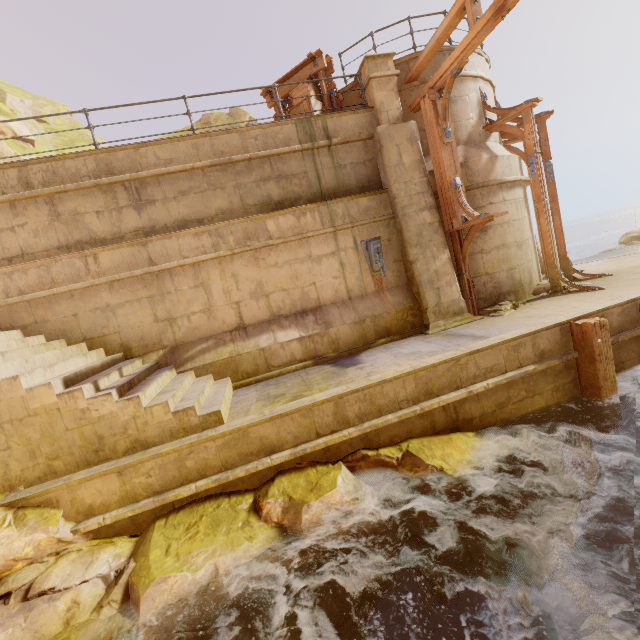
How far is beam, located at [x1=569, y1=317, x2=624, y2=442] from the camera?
5.93m

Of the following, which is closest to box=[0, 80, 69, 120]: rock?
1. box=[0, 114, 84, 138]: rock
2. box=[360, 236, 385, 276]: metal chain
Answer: box=[0, 114, 84, 138]: rock

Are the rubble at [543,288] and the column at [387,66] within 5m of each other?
no

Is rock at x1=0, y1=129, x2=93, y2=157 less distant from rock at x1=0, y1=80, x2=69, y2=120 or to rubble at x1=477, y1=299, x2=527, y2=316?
rock at x1=0, y1=80, x2=69, y2=120

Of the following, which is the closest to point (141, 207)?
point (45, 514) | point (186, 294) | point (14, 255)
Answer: point (186, 294)

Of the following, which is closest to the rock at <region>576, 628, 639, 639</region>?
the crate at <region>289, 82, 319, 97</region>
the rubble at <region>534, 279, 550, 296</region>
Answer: the rubble at <region>534, 279, 550, 296</region>

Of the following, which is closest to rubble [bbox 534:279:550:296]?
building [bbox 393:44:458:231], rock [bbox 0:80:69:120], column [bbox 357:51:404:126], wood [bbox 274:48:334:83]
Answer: building [bbox 393:44:458:231]

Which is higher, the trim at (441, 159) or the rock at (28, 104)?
the rock at (28, 104)
